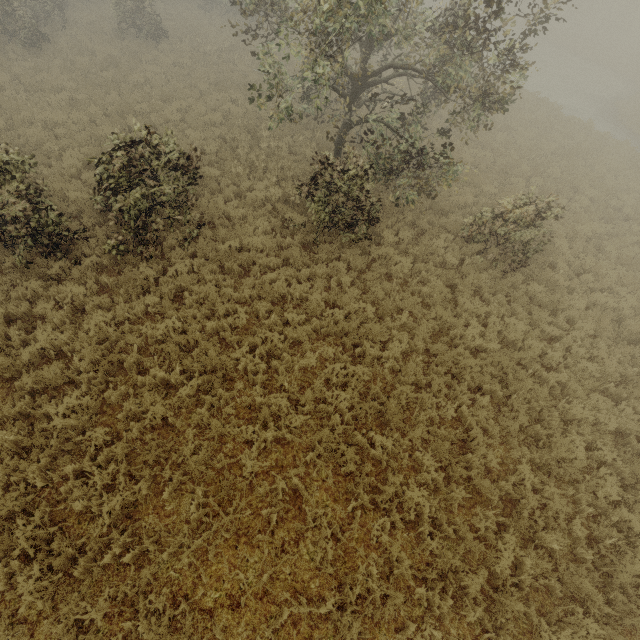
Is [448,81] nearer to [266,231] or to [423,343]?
[266,231]
